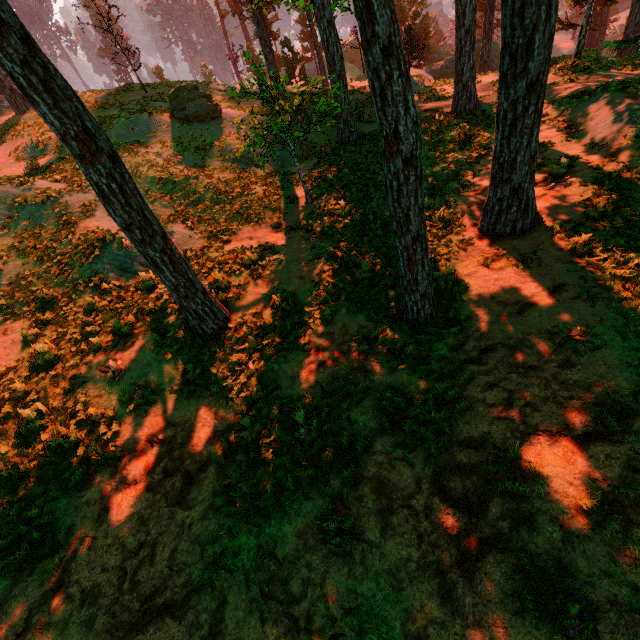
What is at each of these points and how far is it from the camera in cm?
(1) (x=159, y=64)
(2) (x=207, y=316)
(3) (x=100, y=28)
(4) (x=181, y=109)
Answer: (1) treerock, 5088
(2) treerock, 885
(3) treerock, 2216
(4) treerock, 1942

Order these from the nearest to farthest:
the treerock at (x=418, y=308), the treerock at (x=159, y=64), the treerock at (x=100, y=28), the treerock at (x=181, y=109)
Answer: the treerock at (x=418, y=308) → the treerock at (x=181, y=109) → the treerock at (x=100, y=28) → the treerock at (x=159, y=64)

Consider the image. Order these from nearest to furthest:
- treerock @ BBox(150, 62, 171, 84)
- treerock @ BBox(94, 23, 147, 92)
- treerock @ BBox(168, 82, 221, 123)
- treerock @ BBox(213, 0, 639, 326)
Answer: treerock @ BBox(213, 0, 639, 326), treerock @ BBox(168, 82, 221, 123), treerock @ BBox(94, 23, 147, 92), treerock @ BBox(150, 62, 171, 84)

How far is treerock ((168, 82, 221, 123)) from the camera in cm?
1898

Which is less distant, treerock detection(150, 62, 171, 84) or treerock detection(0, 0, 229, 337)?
treerock detection(0, 0, 229, 337)

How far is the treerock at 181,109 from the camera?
19.0 meters
